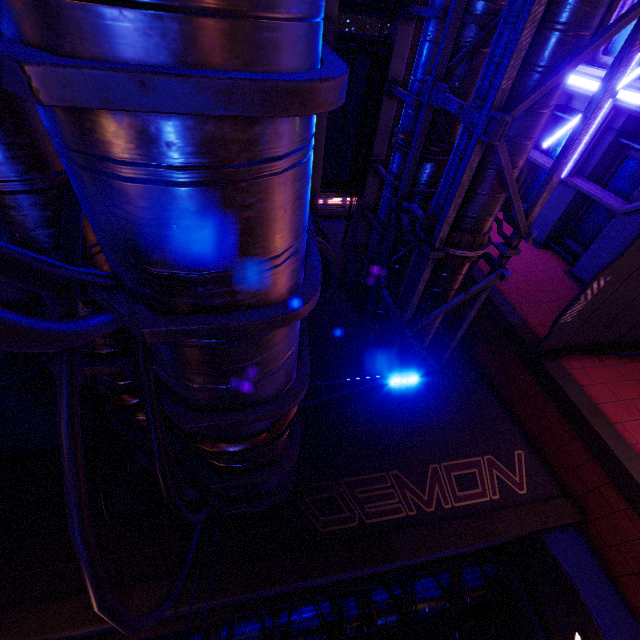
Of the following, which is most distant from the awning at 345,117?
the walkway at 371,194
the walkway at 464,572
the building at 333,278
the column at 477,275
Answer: the walkway at 464,572

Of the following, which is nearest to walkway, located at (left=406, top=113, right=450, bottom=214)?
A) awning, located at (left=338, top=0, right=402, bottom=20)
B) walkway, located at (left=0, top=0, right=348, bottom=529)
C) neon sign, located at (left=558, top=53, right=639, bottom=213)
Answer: awning, located at (left=338, top=0, right=402, bottom=20)

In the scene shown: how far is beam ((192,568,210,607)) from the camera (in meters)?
5.84

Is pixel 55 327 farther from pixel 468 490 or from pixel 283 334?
pixel 468 490

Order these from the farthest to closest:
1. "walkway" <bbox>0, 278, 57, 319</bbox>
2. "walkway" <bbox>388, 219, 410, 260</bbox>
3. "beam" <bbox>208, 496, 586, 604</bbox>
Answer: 1. "walkway" <bbox>388, 219, 410, 260</bbox>
2. "beam" <bbox>208, 496, 586, 604</bbox>
3. "walkway" <bbox>0, 278, 57, 319</bbox>

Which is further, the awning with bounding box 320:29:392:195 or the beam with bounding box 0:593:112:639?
the awning with bounding box 320:29:392:195

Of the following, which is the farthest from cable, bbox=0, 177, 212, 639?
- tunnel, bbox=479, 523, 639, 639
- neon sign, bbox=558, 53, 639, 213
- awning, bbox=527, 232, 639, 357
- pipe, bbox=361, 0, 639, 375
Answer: neon sign, bbox=558, 53, 639, 213

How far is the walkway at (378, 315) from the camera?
11.8m
